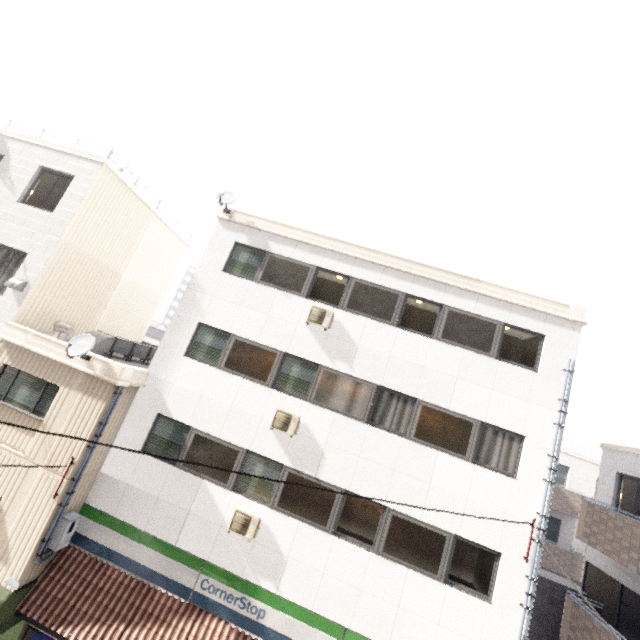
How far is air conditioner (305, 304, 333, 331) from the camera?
9.8m

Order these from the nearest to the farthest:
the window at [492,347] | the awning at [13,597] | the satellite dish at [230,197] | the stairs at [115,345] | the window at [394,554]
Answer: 1. the awning at [13,597]
2. the window at [394,554]
3. the window at [492,347]
4. the stairs at [115,345]
5. the satellite dish at [230,197]

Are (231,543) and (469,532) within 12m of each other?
yes

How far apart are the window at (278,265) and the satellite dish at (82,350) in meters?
4.7 m

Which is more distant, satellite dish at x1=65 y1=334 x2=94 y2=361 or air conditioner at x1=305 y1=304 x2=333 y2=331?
air conditioner at x1=305 y1=304 x2=333 y2=331

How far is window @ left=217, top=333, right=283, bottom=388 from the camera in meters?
9.7 m

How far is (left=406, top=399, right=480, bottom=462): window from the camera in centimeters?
884cm

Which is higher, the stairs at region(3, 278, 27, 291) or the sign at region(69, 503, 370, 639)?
the stairs at region(3, 278, 27, 291)
